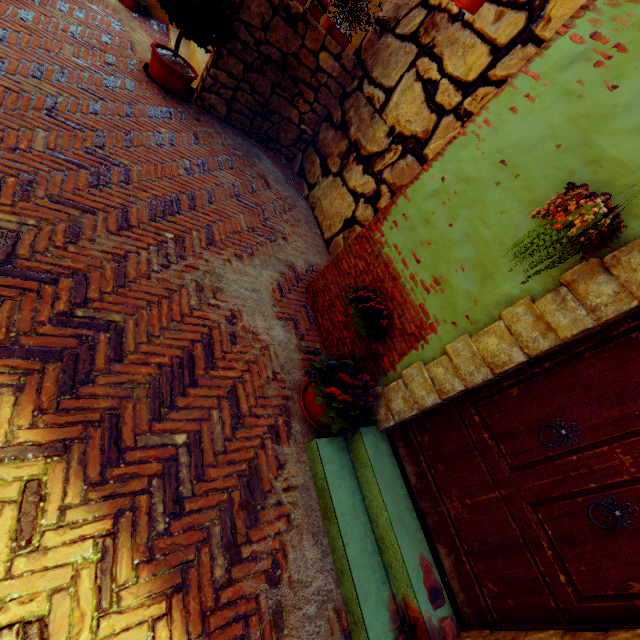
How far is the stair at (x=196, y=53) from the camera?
5.38m

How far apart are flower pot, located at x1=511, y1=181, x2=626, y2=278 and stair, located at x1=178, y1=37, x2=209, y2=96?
5.58m

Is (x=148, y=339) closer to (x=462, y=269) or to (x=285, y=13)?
(x=462, y=269)

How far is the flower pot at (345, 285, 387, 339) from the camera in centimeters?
298cm

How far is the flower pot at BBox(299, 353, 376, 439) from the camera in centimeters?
273cm

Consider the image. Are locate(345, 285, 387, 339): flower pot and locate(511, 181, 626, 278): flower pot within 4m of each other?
yes

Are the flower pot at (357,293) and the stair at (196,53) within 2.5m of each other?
no

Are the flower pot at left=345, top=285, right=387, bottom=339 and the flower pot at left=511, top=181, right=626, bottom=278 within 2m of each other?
yes
